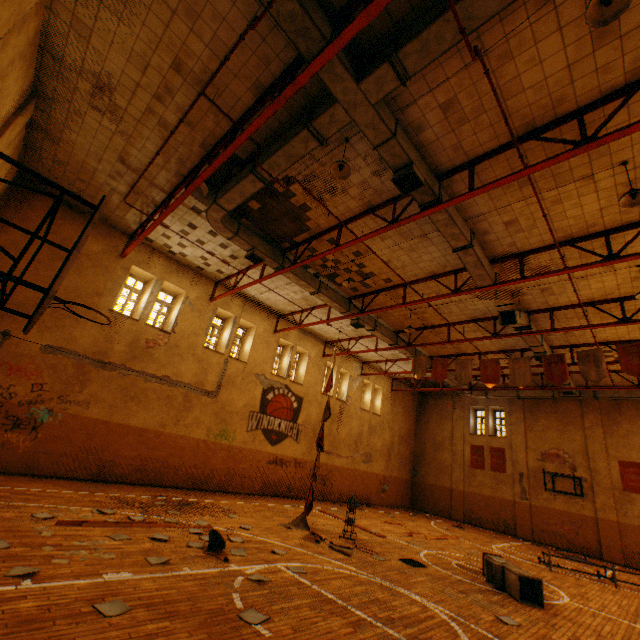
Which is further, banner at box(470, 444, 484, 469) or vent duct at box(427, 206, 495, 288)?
banner at box(470, 444, 484, 469)

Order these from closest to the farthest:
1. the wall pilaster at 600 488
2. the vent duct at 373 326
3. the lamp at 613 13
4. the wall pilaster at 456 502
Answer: the lamp at 613 13, the vent duct at 373 326, the wall pilaster at 600 488, the wall pilaster at 456 502

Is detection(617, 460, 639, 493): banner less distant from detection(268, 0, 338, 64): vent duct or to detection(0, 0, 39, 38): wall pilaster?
detection(268, 0, 338, 64): vent duct

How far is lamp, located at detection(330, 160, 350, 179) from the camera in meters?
7.0 m

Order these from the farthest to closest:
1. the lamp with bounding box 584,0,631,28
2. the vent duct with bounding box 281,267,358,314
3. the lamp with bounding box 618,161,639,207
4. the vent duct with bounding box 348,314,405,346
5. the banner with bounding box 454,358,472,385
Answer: the vent duct with bounding box 348,314,405,346
the banner with bounding box 454,358,472,385
the vent duct with bounding box 281,267,358,314
the lamp with bounding box 618,161,639,207
the lamp with bounding box 584,0,631,28

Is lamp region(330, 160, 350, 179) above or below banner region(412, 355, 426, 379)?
above

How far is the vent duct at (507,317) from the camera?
11.56m

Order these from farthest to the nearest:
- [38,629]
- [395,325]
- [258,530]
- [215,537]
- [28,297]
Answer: [395,325] → [28,297] → [258,530] → [215,537] → [38,629]
